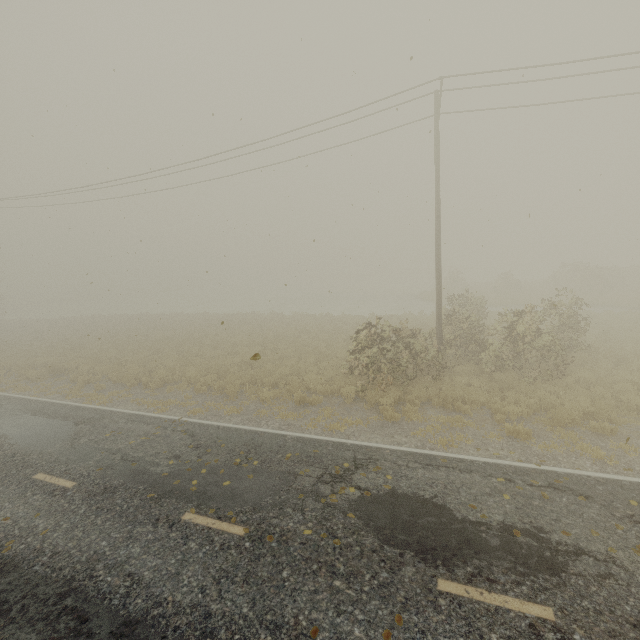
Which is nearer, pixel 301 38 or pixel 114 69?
pixel 301 38
